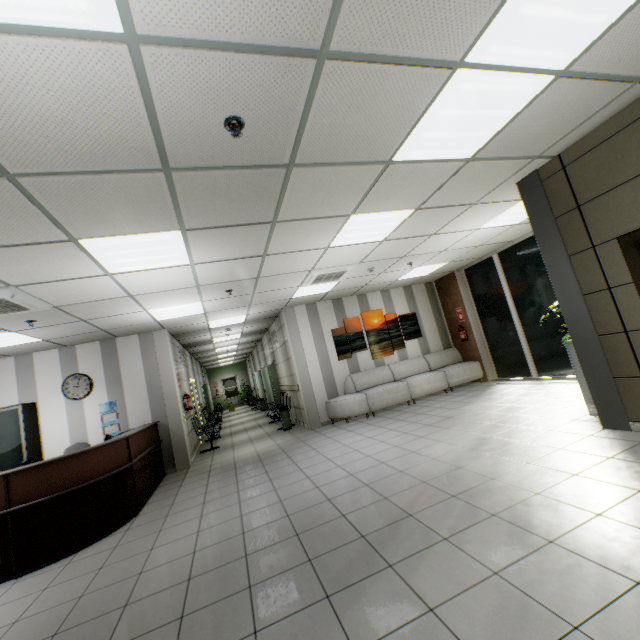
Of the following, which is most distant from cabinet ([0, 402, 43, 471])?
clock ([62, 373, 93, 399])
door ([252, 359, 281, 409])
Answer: door ([252, 359, 281, 409])

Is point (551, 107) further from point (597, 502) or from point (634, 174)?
point (597, 502)

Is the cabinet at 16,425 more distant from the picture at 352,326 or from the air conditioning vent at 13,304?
the picture at 352,326

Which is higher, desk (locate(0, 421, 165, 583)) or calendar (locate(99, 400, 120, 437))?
calendar (locate(99, 400, 120, 437))

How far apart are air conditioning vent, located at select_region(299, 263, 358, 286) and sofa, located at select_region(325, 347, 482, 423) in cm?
291

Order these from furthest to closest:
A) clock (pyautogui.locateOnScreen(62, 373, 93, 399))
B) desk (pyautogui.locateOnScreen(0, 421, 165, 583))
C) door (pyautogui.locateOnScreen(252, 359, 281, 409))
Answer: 1. door (pyautogui.locateOnScreen(252, 359, 281, 409))
2. clock (pyautogui.locateOnScreen(62, 373, 93, 399))
3. desk (pyautogui.locateOnScreen(0, 421, 165, 583))

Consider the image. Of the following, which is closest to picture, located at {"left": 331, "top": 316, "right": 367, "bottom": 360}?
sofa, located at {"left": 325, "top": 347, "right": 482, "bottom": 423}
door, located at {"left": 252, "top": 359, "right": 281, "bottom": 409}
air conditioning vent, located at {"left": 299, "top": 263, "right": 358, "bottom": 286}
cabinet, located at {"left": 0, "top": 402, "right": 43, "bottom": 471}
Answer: sofa, located at {"left": 325, "top": 347, "right": 482, "bottom": 423}

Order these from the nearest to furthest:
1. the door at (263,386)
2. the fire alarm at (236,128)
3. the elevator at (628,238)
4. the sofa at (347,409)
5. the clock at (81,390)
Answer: the fire alarm at (236,128) → the elevator at (628,238) → the clock at (81,390) → the sofa at (347,409) → the door at (263,386)
